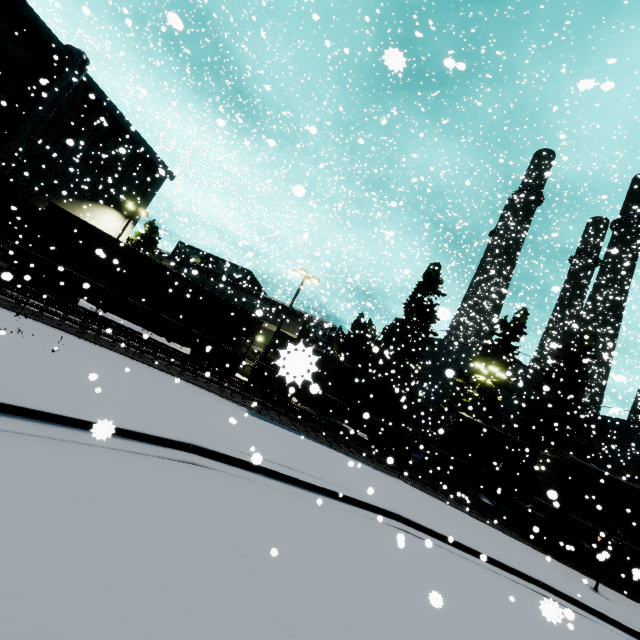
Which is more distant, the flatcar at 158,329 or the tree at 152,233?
the tree at 152,233

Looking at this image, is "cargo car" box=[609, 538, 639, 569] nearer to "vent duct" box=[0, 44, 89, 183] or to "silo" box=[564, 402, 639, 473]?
"silo" box=[564, 402, 639, 473]

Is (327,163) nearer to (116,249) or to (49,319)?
(116,249)

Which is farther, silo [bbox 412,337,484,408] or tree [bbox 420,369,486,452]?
silo [bbox 412,337,484,408]

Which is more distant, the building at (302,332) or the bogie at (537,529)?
the building at (302,332)

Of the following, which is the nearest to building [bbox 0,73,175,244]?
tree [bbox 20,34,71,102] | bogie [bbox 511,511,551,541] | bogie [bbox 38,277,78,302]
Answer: tree [bbox 20,34,71,102]

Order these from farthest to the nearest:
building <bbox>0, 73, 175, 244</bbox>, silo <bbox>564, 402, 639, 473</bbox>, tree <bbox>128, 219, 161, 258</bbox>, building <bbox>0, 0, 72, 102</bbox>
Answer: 1. silo <bbox>564, 402, 639, 473</bbox>
2. tree <bbox>128, 219, 161, 258</bbox>
3. building <bbox>0, 73, 175, 244</bbox>
4. building <bbox>0, 0, 72, 102</bbox>

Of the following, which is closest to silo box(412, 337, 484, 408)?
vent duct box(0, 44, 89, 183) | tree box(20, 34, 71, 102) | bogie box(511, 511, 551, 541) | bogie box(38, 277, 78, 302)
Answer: tree box(20, 34, 71, 102)
